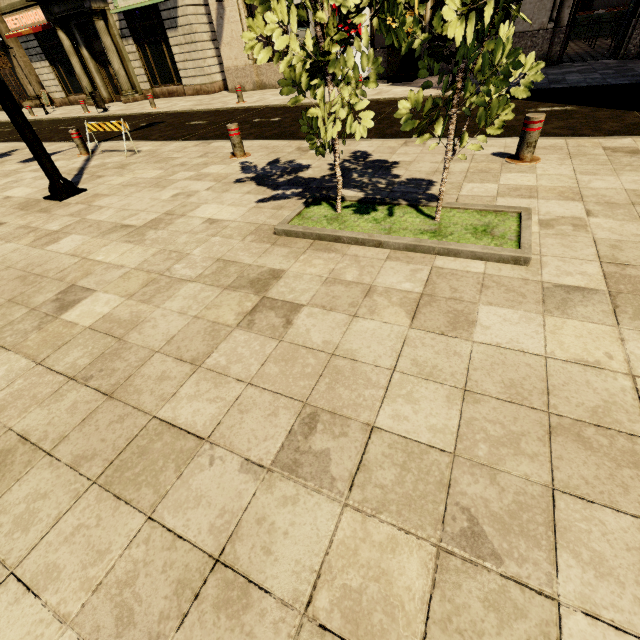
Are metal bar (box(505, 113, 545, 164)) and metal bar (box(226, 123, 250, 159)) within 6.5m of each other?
yes

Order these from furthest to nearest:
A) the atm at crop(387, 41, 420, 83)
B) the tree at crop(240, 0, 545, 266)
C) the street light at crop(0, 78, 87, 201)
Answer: the atm at crop(387, 41, 420, 83) → the street light at crop(0, 78, 87, 201) → the tree at crop(240, 0, 545, 266)

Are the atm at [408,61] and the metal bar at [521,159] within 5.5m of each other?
no

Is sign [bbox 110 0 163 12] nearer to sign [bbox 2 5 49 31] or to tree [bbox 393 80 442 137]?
sign [bbox 2 5 49 31]

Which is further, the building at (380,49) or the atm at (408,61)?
the building at (380,49)

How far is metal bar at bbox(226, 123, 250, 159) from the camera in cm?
609

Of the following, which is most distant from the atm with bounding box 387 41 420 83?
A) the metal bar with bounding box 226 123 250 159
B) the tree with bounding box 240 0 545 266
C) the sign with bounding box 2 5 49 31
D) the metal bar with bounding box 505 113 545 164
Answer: the sign with bounding box 2 5 49 31

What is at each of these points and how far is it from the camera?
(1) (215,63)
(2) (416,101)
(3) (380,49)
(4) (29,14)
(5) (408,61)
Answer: (1) building, 16.62m
(2) tree, 2.63m
(3) building, 12.84m
(4) sign, 18.12m
(5) atm, 11.64m
